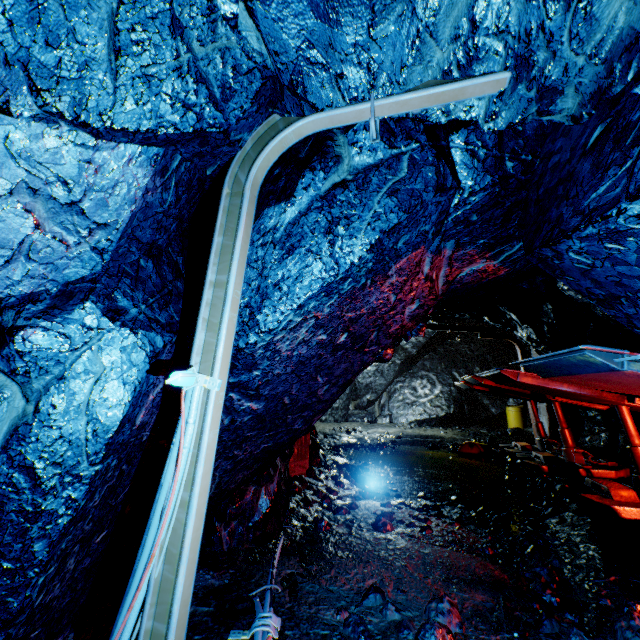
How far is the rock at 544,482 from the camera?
6.9m

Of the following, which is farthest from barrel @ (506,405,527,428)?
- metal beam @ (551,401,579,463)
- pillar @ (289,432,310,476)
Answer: pillar @ (289,432,310,476)

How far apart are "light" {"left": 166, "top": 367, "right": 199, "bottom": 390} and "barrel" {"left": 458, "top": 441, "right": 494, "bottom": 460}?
10.69m

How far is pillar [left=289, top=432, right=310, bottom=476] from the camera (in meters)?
6.46

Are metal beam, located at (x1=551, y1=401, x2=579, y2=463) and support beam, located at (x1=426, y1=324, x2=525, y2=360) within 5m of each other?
yes

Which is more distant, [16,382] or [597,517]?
[597,517]

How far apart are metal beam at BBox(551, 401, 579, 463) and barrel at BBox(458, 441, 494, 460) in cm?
220

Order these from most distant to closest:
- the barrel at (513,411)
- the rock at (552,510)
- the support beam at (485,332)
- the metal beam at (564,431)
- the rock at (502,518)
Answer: the barrel at (513,411)
the support beam at (485,332)
the metal beam at (564,431)
the rock at (552,510)
the rock at (502,518)
